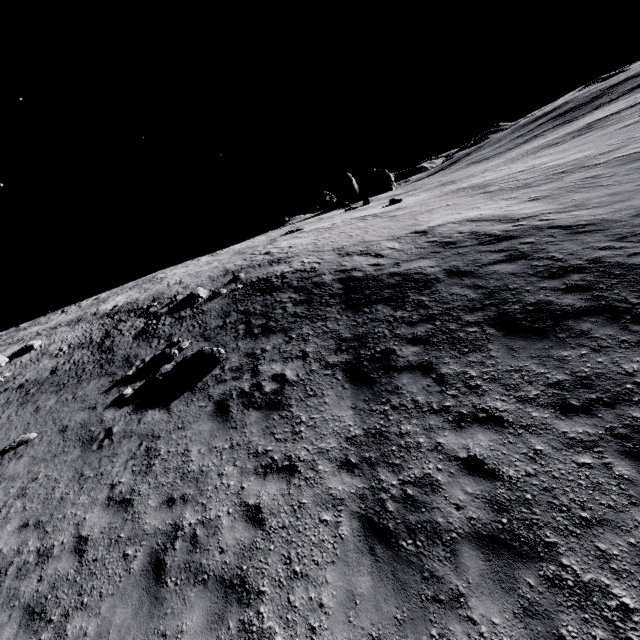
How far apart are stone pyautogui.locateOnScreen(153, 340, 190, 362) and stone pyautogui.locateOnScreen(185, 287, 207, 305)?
5.2 meters

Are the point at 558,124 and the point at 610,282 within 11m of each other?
no

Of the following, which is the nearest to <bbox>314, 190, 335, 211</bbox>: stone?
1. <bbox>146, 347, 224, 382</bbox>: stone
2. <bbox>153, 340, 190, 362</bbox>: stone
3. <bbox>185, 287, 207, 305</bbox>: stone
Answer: <bbox>185, 287, 207, 305</bbox>: stone

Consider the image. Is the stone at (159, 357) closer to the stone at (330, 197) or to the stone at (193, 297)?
the stone at (193, 297)

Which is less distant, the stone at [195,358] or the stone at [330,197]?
the stone at [195,358]

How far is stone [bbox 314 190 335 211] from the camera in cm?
4316

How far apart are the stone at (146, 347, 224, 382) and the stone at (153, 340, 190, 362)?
0.8 meters
